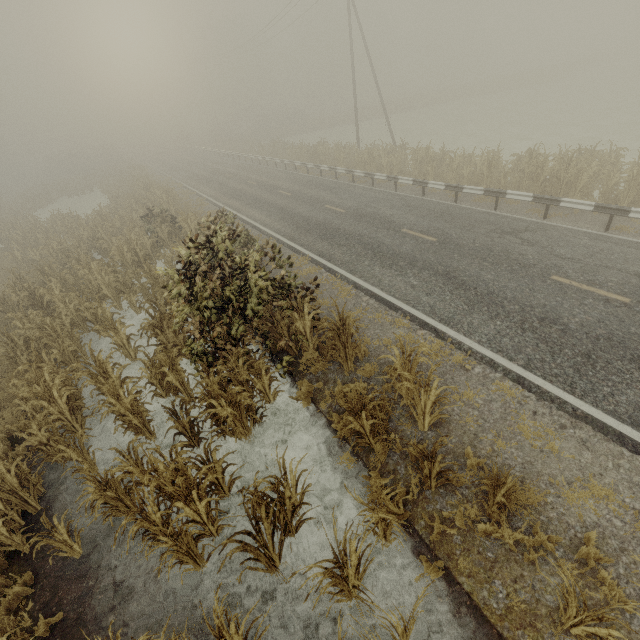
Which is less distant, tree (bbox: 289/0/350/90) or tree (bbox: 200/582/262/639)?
tree (bbox: 200/582/262/639)

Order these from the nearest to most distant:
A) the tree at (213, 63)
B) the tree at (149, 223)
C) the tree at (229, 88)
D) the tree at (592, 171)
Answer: the tree at (149, 223), the tree at (592, 171), the tree at (213, 63), the tree at (229, 88)

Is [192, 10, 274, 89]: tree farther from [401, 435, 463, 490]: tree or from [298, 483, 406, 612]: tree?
[401, 435, 463, 490]: tree

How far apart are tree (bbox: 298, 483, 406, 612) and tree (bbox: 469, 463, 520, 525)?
1.6m

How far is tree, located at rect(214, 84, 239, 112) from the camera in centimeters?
5829cm

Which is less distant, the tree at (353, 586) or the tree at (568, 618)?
the tree at (568, 618)

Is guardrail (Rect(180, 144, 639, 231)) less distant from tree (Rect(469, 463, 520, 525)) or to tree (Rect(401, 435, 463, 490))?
tree (Rect(401, 435, 463, 490))

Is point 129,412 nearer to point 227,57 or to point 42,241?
point 42,241
